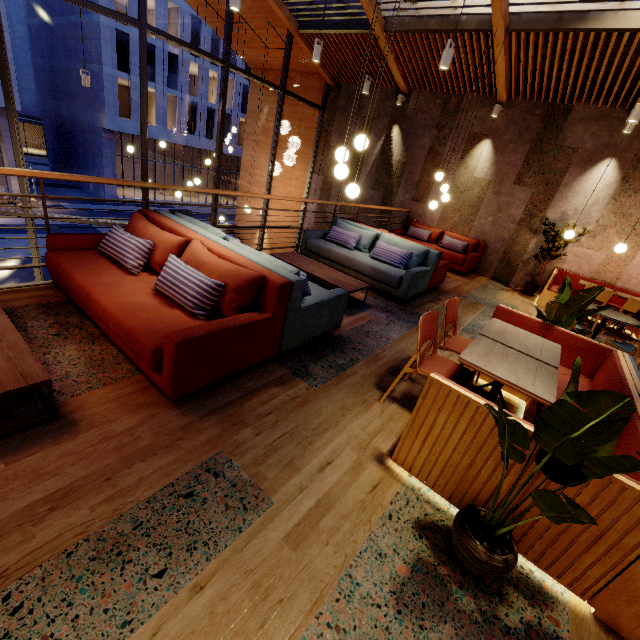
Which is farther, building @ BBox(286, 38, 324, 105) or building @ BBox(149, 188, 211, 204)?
building @ BBox(149, 188, 211, 204)

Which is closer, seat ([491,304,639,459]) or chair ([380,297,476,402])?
seat ([491,304,639,459])

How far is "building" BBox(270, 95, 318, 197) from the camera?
11.4 meters

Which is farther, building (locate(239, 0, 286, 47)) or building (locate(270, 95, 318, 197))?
building (locate(270, 95, 318, 197))

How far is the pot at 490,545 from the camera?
1.6m

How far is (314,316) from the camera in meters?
3.2 m

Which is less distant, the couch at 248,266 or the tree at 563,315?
the couch at 248,266
